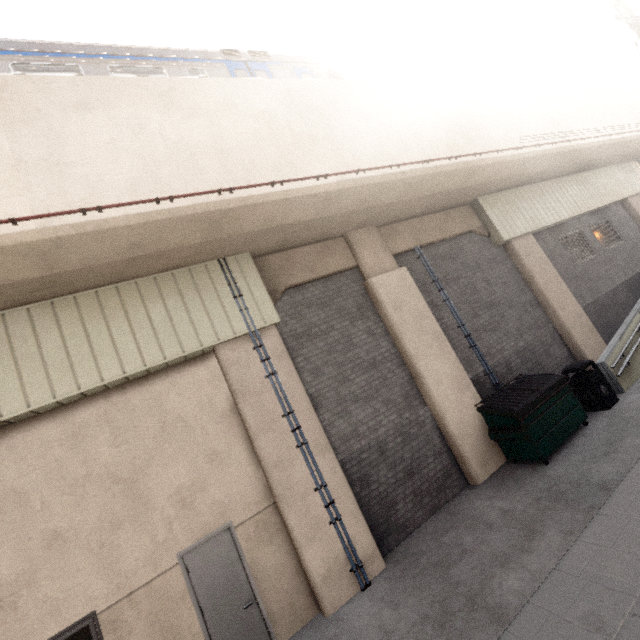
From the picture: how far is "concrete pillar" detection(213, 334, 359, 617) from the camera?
5.70m

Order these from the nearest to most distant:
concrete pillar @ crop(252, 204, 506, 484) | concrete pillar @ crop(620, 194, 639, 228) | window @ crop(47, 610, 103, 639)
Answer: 1. window @ crop(47, 610, 103, 639)
2. concrete pillar @ crop(252, 204, 506, 484)
3. concrete pillar @ crop(620, 194, 639, 228)

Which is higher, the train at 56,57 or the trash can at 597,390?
the train at 56,57

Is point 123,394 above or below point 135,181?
below

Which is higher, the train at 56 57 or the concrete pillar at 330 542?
the train at 56 57

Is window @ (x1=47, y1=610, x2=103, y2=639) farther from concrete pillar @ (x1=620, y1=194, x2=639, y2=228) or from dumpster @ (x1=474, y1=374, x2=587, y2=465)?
concrete pillar @ (x1=620, y1=194, x2=639, y2=228)

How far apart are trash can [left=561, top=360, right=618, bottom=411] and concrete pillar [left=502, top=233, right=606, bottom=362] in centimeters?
213cm

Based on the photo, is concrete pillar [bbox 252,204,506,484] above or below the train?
below
